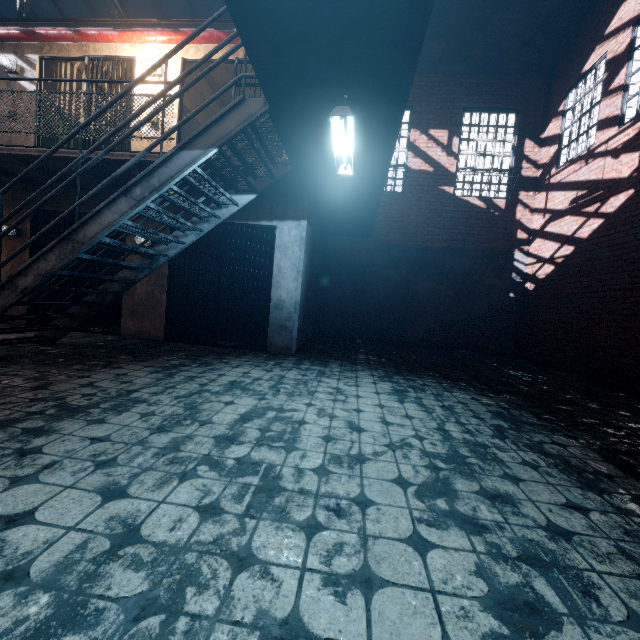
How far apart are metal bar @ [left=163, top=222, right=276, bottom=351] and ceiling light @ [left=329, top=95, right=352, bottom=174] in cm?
248

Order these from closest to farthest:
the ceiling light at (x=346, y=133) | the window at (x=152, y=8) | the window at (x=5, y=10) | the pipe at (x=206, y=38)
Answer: the ceiling light at (x=346, y=133)
the pipe at (x=206, y=38)
the window at (x=152, y=8)
the window at (x=5, y=10)

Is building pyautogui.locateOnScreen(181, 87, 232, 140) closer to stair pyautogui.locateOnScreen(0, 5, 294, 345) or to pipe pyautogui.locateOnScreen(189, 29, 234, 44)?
pipe pyautogui.locateOnScreen(189, 29, 234, 44)

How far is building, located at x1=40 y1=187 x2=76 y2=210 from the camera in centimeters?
638cm

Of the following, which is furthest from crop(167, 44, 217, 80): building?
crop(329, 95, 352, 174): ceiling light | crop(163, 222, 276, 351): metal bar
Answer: crop(329, 95, 352, 174): ceiling light

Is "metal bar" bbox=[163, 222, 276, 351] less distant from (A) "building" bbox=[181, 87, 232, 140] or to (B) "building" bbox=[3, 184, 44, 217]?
(B) "building" bbox=[3, 184, 44, 217]

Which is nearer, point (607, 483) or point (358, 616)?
point (358, 616)

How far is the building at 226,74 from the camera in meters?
6.6
